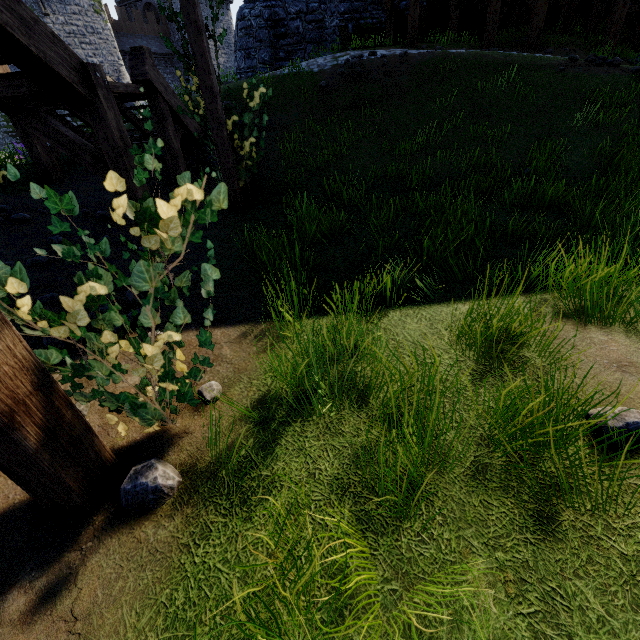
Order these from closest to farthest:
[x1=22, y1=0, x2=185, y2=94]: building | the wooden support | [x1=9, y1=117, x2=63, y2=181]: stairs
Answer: the wooden support → [x1=9, y1=117, x2=63, y2=181]: stairs → [x1=22, y1=0, x2=185, y2=94]: building

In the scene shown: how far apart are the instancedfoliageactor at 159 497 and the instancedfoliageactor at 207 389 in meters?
0.5

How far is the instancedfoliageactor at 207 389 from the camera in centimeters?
207cm

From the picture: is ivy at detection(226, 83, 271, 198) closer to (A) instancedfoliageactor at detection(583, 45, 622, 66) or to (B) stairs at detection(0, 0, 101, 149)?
(B) stairs at detection(0, 0, 101, 149)

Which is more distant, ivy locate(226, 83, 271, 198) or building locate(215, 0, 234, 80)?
building locate(215, 0, 234, 80)

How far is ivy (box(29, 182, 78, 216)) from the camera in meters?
1.5

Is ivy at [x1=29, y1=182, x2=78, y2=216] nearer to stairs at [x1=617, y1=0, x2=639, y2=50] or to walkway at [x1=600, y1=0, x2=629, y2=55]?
walkway at [x1=600, y1=0, x2=629, y2=55]

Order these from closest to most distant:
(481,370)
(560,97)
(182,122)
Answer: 1. (481,370)
2. (182,122)
3. (560,97)
